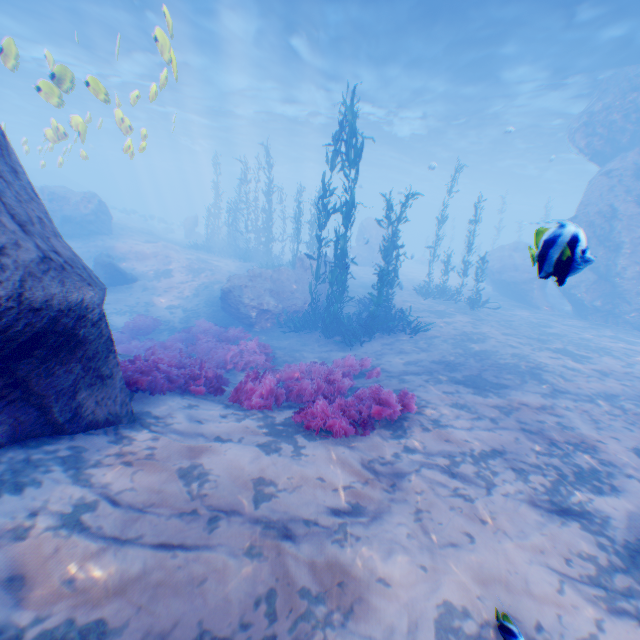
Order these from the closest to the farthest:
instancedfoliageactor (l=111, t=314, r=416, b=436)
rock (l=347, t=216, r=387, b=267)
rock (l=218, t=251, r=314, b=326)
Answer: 1. instancedfoliageactor (l=111, t=314, r=416, b=436)
2. rock (l=218, t=251, r=314, b=326)
3. rock (l=347, t=216, r=387, b=267)

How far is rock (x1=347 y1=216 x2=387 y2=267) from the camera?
29.5 meters

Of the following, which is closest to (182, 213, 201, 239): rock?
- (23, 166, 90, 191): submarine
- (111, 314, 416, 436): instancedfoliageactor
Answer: (23, 166, 90, 191): submarine

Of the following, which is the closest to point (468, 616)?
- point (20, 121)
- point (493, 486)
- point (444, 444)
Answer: point (493, 486)

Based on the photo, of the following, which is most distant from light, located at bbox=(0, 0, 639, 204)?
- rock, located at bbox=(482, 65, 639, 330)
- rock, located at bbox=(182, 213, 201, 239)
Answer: rock, located at bbox=(182, 213, 201, 239)

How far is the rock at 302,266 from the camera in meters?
14.5

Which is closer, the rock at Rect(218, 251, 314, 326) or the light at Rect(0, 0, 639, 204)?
the light at Rect(0, 0, 639, 204)

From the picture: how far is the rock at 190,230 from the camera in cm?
3338
